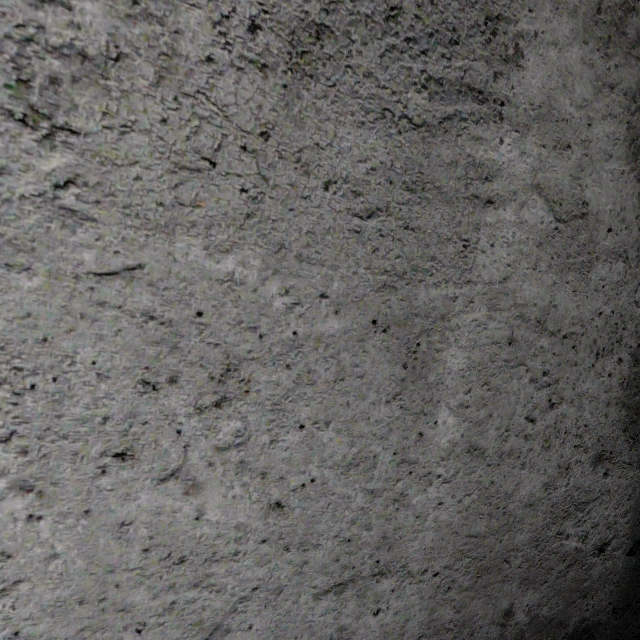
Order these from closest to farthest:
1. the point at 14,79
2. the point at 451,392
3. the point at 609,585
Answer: the point at 14,79 < the point at 451,392 < the point at 609,585
